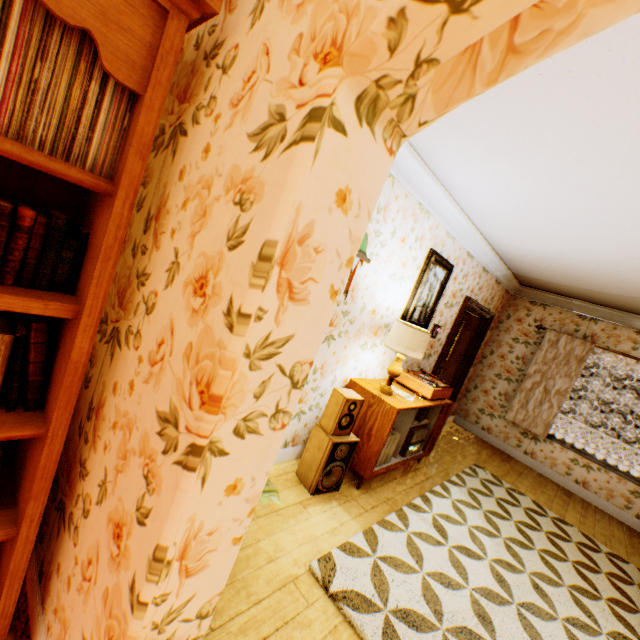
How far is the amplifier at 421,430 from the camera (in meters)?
3.88

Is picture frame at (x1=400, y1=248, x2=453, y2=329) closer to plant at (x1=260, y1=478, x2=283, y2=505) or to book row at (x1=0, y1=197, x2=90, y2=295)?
plant at (x1=260, y1=478, x2=283, y2=505)

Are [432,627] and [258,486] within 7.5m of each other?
yes

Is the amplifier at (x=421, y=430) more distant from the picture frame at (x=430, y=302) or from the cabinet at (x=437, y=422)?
the picture frame at (x=430, y=302)

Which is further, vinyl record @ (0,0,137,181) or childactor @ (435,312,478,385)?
childactor @ (435,312,478,385)

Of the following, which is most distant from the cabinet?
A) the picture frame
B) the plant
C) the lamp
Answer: the plant

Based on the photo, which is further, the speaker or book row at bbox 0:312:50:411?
the speaker

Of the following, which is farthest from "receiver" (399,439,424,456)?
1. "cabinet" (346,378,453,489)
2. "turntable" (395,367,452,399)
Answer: "turntable" (395,367,452,399)
